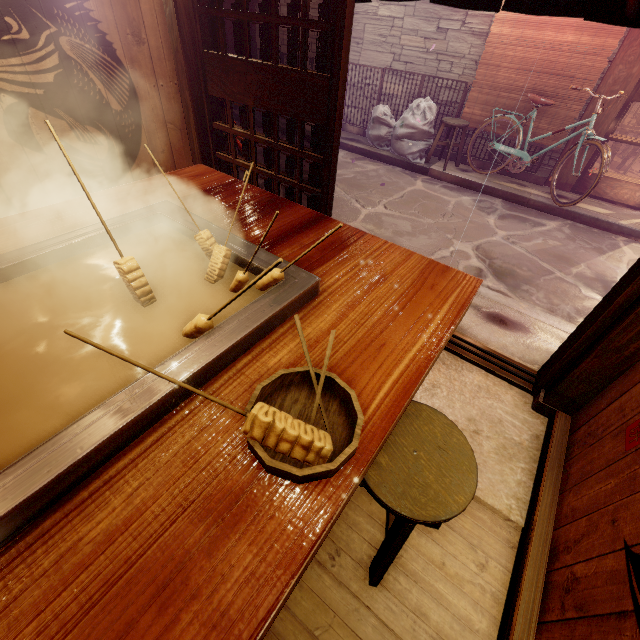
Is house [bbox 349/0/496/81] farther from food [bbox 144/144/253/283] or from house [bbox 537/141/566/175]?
food [bbox 144/144/253/283]

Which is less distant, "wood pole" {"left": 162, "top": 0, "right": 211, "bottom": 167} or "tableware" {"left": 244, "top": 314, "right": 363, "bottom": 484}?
"tableware" {"left": 244, "top": 314, "right": 363, "bottom": 484}

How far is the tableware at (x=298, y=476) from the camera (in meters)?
1.29

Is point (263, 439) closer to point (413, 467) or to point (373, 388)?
point (373, 388)

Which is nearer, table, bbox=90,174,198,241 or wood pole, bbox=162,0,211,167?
table, bbox=90,174,198,241

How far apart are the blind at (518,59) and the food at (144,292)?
12.6 meters

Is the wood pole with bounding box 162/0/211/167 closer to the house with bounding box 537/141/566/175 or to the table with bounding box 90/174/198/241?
the table with bounding box 90/174/198/241

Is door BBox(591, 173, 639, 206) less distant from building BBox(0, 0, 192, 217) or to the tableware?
building BBox(0, 0, 192, 217)
